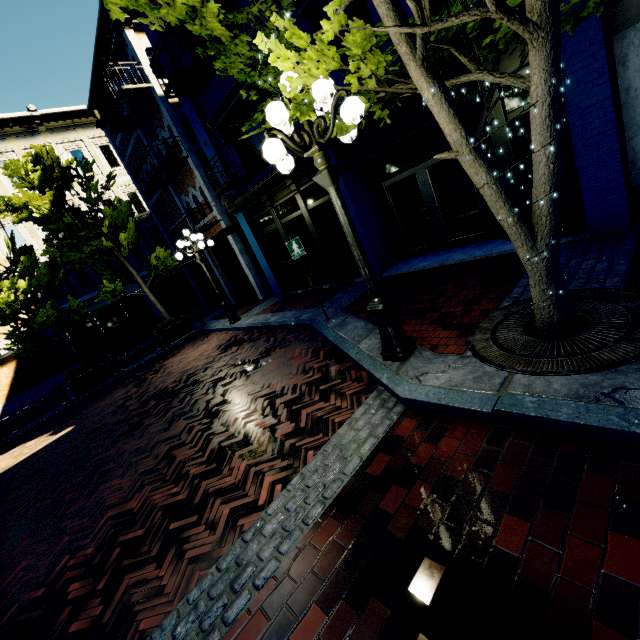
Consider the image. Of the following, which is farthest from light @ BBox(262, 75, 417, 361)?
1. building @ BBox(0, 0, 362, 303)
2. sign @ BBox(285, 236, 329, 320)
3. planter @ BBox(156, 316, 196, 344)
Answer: planter @ BBox(156, 316, 196, 344)

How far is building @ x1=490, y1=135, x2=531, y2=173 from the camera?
5.5m

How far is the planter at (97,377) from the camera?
11.55m

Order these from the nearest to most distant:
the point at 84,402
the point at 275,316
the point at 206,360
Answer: the point at 206,360 < the point at 275,316 < the point at 84,402

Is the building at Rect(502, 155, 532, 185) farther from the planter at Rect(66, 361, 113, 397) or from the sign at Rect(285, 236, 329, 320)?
the planter at Rect(66, 361, 113, 397)

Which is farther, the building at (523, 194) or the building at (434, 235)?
the building at (434, 235)

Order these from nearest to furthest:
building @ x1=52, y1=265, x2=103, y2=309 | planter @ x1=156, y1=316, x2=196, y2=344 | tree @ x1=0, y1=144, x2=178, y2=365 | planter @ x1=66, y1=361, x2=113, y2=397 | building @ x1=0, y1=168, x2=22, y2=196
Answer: tree @ x1=0, y1=144, x2=178, y2=365 < planter @ x1=66, y1=361, x2=113, y2=397 < planter @ x1=156, y1=316, x2=196, y2=344 < building @ x1=0, y1=168, x2=22, y2=196 < building @ x1=52, y1=265, x2=103, y2=309
